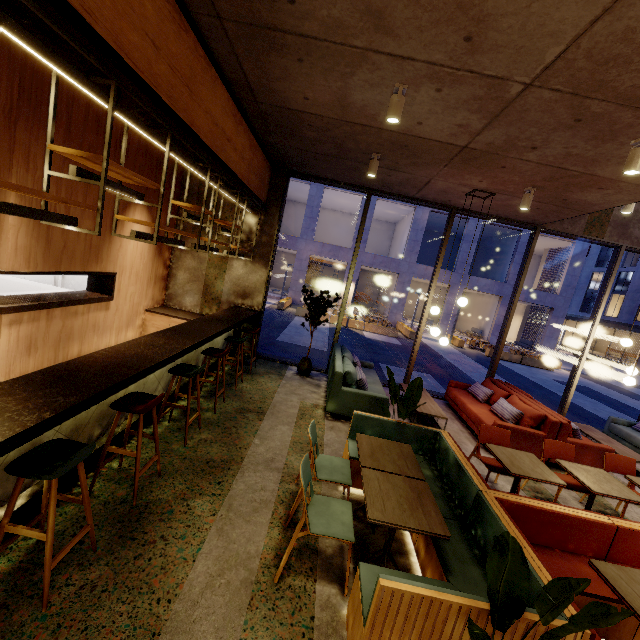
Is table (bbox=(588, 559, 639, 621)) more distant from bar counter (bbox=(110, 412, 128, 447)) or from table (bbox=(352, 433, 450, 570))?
bar counter (bbox=(110, 412, 128, 447))

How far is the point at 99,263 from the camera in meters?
5.5 m

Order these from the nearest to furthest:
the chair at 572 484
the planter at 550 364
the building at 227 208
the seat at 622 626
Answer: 1. the seat at 622 626
2. the chair at 572 484
3. the building at 227 208
4. the planter at 550 364

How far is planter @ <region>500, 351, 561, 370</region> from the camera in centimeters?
1958cm

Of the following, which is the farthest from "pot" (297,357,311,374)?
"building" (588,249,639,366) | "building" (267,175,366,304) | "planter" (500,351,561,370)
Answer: "building" (588,249,639,366)

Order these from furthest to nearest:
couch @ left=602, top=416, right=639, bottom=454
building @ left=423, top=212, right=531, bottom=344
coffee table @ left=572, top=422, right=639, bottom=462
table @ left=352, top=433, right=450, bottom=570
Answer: building @ left=423, top=212, right=531, bottom=344, couch @ left=602, top=416, right=639, bottom=454, coffee table @ left=572, top=422, right=639, bottom=462, table @ left=352, top=433, right=450, bottom=570

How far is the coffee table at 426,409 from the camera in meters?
6.1 m

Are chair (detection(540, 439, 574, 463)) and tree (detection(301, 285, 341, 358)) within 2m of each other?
no
